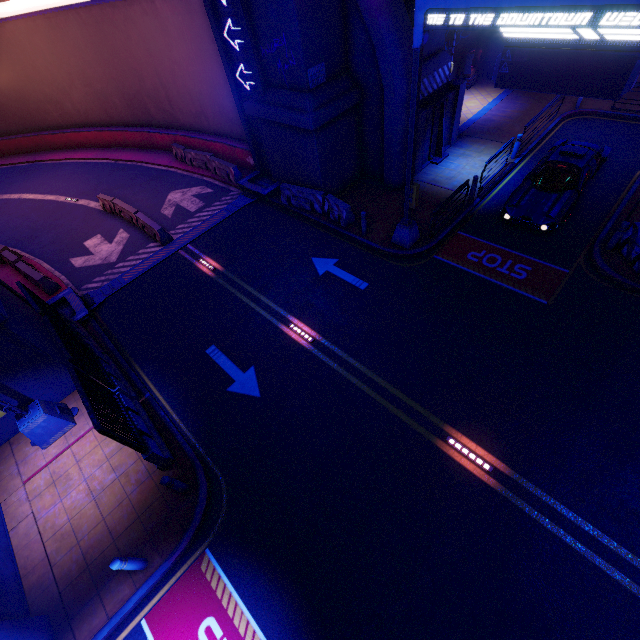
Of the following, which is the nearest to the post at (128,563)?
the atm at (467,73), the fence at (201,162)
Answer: the fence at (201,162)

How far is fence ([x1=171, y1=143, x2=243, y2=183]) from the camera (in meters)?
18.16

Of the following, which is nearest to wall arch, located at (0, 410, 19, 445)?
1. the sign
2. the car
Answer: the sign

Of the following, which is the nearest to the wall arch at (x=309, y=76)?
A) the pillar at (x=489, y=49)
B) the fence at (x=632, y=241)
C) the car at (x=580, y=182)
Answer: the car at (x=580, y=182)

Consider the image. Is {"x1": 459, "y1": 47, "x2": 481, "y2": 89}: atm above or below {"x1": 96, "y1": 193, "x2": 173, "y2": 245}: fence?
above

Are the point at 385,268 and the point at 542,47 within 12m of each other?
yes

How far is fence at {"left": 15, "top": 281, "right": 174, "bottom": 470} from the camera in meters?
7.6 m

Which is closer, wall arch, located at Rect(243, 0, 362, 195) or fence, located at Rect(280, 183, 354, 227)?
wall arch, located at Rect(243, 0, 362, 195)
